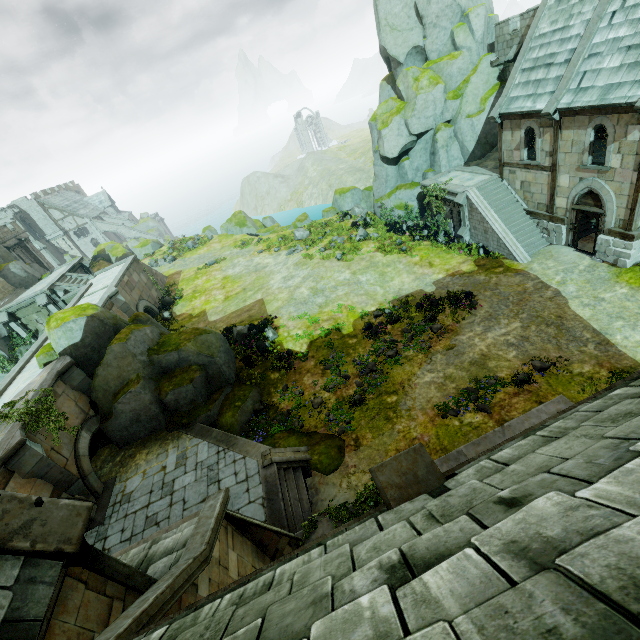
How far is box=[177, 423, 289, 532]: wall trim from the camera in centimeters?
1158cm

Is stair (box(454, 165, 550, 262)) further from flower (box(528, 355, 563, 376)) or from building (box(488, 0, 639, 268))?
flower (box(528, 355, 563, 376))

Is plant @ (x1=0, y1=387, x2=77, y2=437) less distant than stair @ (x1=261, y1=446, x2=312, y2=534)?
No

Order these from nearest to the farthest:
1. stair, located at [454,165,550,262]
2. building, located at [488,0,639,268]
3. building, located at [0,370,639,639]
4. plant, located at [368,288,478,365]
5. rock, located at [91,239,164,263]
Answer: building, located at [0,370,639,639], building, located at [488,0,639,268], plant, located at [368,288,478,365], stair, located at [454,165,550,262], rock, located at [91,239,164,263]

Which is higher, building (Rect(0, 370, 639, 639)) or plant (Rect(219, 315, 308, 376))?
building (Rect(0, 370, 639, 639))

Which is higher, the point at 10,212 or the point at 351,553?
the point at 10,212

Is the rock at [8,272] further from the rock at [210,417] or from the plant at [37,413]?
the plant at [37,413]

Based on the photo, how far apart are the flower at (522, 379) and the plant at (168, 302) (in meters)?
25.41
